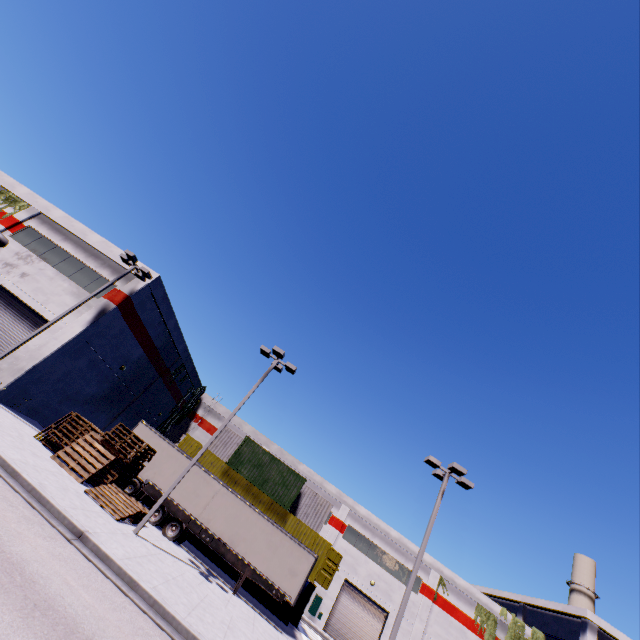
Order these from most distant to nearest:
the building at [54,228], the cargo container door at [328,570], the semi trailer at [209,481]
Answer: the cargo container door at [328,570] < the building at [54,228] < the semi trailer at [209,481]

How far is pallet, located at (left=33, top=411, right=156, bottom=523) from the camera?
13.9 meters

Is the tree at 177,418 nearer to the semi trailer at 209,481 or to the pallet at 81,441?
the semi trailer at 209,481

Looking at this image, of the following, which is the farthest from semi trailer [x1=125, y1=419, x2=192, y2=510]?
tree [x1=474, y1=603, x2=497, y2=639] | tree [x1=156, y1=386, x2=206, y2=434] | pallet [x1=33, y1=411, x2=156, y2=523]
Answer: tree [x1=474, y1=603, x2=497, y2=639]

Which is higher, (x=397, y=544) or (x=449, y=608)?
(x=397, y=544)

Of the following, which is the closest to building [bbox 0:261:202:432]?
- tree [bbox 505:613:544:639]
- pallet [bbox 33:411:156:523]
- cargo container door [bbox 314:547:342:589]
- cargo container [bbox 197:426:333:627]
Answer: tree [bbox 505:613:544:639]

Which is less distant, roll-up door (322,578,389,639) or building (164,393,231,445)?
roll-up door (322,578,389,639)

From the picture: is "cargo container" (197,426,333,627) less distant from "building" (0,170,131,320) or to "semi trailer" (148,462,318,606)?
"semi trailer" (148,462,318,606)
